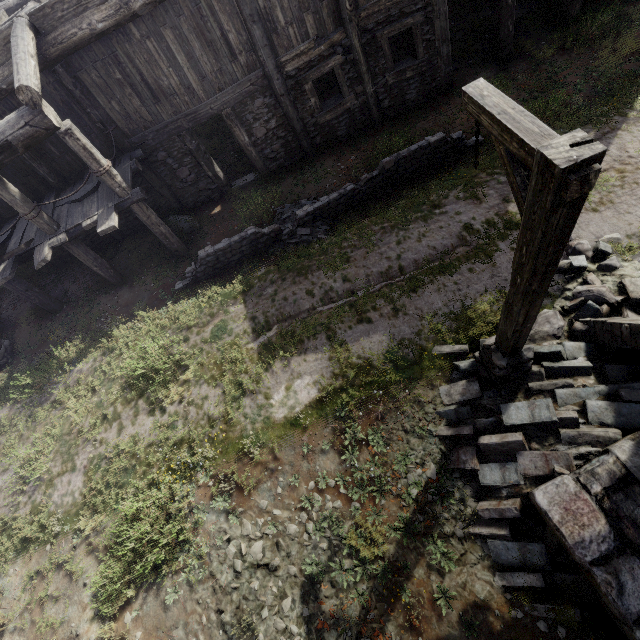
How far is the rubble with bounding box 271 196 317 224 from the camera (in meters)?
9.46

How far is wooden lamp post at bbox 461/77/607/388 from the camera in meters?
2.2

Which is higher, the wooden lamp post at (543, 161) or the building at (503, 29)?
the wooden lamp post at (543, 161)

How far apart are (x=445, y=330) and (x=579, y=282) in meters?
2.7 m

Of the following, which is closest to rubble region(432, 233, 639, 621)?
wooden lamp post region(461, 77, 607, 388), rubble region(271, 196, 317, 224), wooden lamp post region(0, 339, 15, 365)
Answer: wooden lamp post region(461, 77, 607, 388)

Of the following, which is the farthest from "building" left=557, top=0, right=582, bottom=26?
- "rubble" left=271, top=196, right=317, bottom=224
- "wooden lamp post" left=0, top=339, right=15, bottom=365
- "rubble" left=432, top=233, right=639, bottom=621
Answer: "rubble" left=271, top=196, right=317, bottom=224

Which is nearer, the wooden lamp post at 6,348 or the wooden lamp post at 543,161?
the wooden lamp post at 543,161
